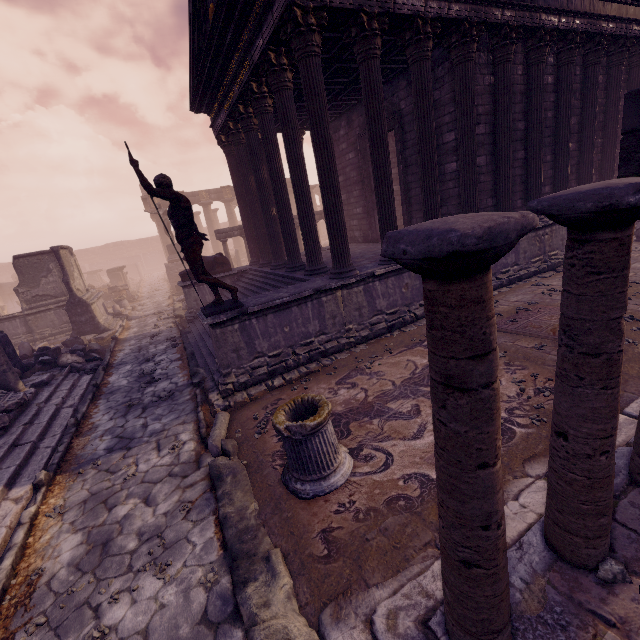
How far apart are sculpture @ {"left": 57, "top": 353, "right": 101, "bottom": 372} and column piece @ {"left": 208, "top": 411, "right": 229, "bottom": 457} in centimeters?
638cm

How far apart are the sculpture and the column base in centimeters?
846cm

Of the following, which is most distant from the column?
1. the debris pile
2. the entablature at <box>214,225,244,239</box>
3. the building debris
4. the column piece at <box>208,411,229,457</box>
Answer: the entablature at <box>214,225,244,239</box>

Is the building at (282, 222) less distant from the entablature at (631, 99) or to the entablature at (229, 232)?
the entablature at (229, 232)

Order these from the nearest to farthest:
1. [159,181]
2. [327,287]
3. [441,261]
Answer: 1. [441,261]
2. [159,181]
3. [327,287]

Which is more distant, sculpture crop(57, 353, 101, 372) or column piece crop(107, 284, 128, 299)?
column piece crop(107, 284, 128, 299)

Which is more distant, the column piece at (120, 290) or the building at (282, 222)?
the column piece at (120, 290)

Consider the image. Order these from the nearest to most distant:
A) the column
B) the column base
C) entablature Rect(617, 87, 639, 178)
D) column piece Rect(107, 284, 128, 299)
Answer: entablature Rect(617, 87, 639, 178) < the column < the column base < column piece Rect(107, 284, 128, 299)
